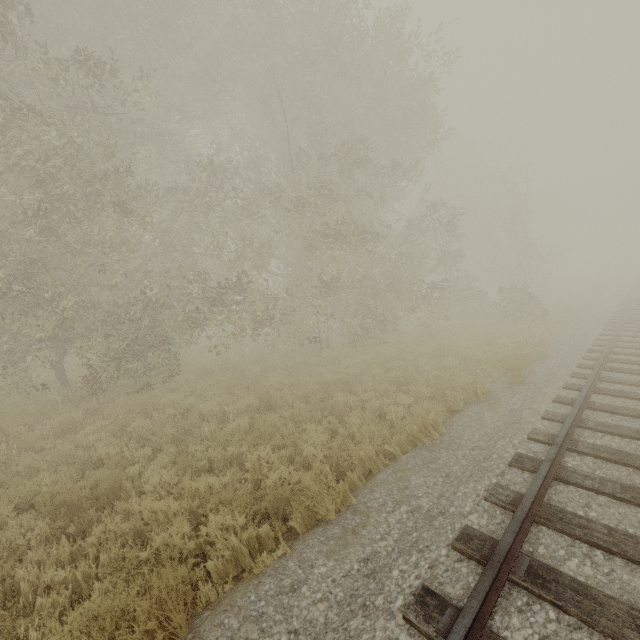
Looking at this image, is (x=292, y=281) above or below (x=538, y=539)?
above
